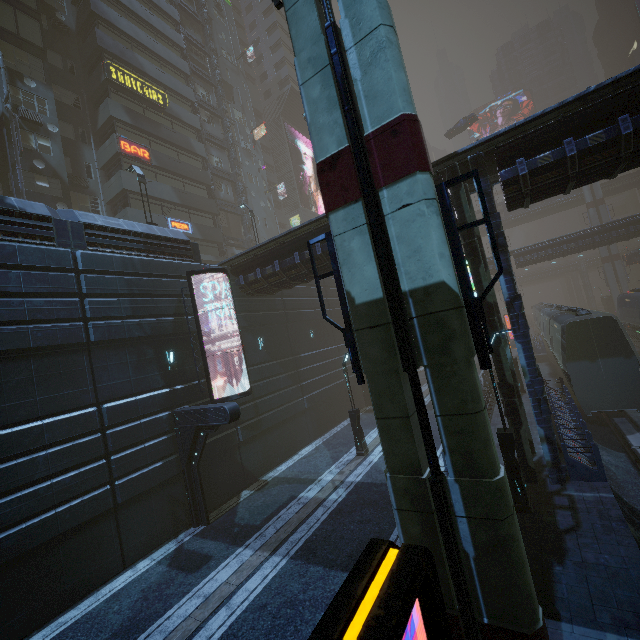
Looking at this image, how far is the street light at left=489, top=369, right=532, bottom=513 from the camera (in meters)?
9.89

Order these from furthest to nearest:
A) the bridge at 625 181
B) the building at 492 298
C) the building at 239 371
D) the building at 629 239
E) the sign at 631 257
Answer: the bridge at 625 181 < the sign at 631 257 < the building at 629 239 < the building at 239 371 < the building at 492 298

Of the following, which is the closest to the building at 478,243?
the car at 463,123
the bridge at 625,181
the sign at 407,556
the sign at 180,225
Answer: the sign at 180,225

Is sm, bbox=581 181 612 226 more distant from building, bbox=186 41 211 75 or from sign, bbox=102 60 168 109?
sign, bbox=102 60 168 109

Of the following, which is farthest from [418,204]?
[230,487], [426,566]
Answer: [230,487]

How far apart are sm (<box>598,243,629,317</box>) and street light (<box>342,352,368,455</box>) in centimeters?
5434cm

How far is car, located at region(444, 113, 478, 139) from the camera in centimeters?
4416cm

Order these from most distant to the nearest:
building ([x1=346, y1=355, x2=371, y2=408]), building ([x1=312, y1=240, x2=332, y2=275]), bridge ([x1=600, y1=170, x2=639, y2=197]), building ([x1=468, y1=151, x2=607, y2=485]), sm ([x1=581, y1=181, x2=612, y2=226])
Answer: sm ([x1=581, y1=181, x2=612, y2=226]) < bridge ([x1=600, y1=170, x2=639, y2=197]) < building ([x1=346, y1=355, x2=371, y2=408]) < building ([x1=312, y1=240, x2=332, y2=275]) < building ([x1=468, y1=151, x2=607, y2=485])
